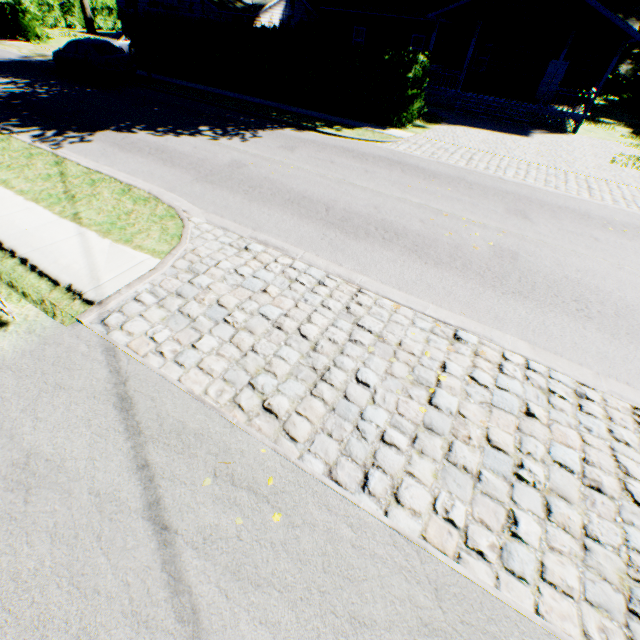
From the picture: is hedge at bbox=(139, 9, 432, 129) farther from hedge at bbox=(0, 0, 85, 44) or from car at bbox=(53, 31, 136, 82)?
hedge at bbox=(0, 0, 85, 44)

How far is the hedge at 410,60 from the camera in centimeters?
1464cm

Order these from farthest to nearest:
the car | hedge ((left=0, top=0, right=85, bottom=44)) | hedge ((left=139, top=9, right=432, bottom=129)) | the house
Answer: hedge ((left=0, top=0, right=85, bottom=44)) → the house → the car → hedge ((left=139, top=9, right=432, bottom=129))

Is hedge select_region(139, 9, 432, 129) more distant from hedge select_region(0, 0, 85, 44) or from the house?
hedge select_region(0, 0, 85, 44)

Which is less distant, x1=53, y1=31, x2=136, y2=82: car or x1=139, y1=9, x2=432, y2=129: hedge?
x1=139, y1=9, x2=432, y2=129: hedge

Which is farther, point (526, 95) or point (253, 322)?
point (526, 95)

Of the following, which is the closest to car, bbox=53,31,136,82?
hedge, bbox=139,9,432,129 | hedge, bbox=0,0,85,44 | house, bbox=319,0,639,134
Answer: hedge, bbox=139,9,432,129

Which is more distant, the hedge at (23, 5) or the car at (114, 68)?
the hedge at (23, 5)
